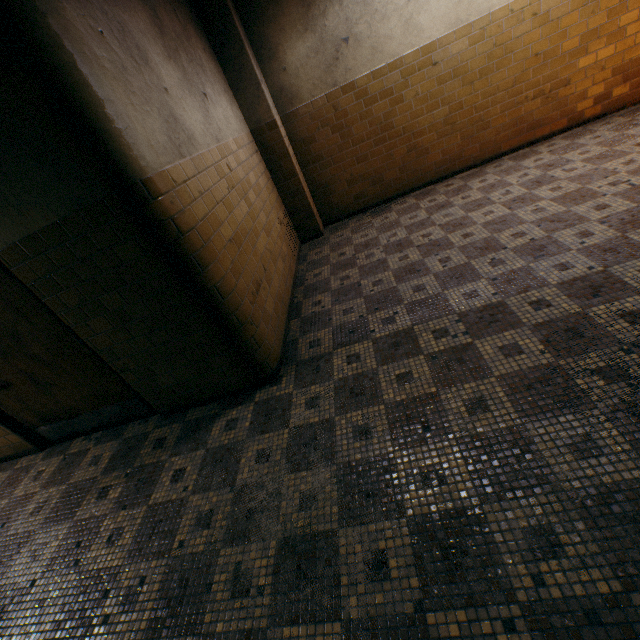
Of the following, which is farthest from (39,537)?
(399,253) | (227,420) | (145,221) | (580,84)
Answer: (580,84)

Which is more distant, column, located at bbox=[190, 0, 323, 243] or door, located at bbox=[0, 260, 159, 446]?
column, located at bbox=[190, 0, 323, 243]

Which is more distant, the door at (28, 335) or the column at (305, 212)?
the column at (305, 212)
